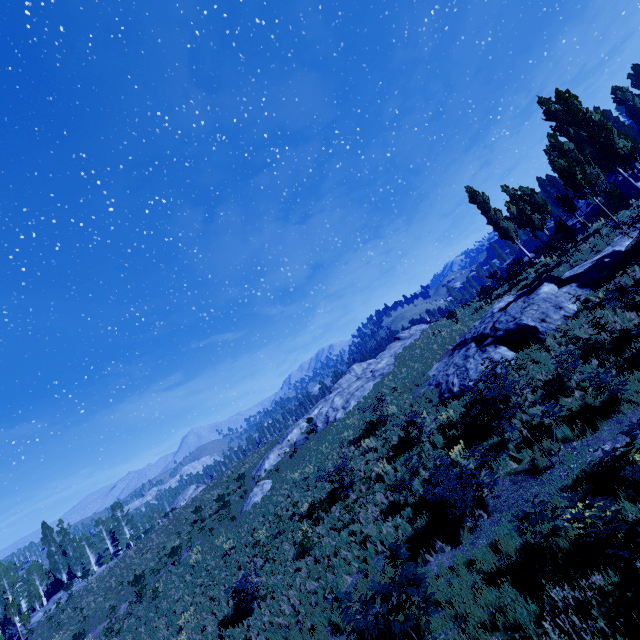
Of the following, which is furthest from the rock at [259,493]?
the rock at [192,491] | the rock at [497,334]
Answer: the rock at [192,491]

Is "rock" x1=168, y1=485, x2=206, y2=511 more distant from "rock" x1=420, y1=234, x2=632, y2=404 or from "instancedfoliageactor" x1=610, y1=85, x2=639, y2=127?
"rock" x1=420, y1=234, x2=632, y2=404

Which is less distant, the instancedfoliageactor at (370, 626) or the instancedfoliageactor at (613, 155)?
the instancedfoliageactor at (370, 626)

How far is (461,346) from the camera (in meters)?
21.67

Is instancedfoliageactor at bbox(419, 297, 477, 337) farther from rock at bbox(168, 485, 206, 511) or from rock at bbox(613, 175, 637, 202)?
rock at bbox(168, 485, 206, 511)

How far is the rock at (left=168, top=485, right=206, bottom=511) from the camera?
46.16m

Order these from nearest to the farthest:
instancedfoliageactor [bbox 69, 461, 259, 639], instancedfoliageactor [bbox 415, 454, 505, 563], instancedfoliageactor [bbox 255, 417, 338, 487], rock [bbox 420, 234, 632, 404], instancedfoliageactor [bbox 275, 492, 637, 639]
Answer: instancedfoliageactor [bbox 275, 492, 637, 639], instancedfoliageactor [bbox 415, 454, 505, 563], rock [bbox 420, 234, 632, 404], instancedfoliageactor [bbox 69, 461, 259, 639], instancedfoliageactor [bbox 255, 417, 338, 487]

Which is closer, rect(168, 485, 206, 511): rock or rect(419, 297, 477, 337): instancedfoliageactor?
rect(419, 297, 477, 337): instancedfoliageactor
